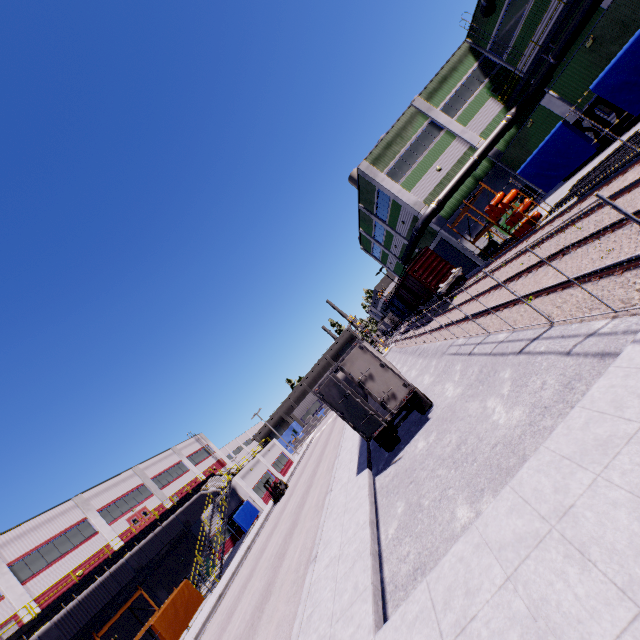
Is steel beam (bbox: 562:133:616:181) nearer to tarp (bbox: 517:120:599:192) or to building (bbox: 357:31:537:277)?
building (bbox: 357:31:537:277)

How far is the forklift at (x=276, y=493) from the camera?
31.7m

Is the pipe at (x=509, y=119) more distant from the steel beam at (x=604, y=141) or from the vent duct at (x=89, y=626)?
the steel beam at (x=604, y=141)

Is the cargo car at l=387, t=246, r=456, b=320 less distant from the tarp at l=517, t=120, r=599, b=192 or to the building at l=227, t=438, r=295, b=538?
the building at l=227, t=438, r=295, b=538

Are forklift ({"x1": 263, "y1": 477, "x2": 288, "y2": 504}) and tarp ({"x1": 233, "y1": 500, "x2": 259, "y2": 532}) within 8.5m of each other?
yes

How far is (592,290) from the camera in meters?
7.4

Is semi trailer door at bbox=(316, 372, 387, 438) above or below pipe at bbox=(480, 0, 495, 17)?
below
